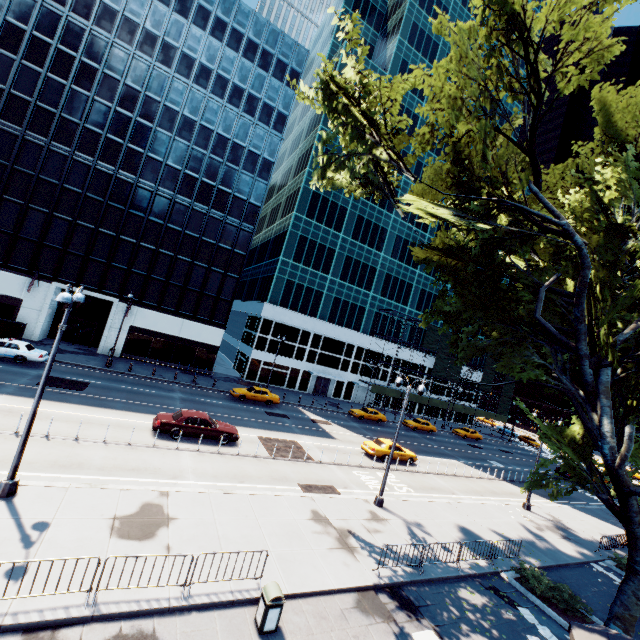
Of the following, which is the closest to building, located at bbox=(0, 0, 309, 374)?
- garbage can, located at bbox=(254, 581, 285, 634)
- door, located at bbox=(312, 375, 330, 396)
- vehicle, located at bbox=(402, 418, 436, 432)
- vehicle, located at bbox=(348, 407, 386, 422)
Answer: door, located at bbox=(312, 375, 330, 396)

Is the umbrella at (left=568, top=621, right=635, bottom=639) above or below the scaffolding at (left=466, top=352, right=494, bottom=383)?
below

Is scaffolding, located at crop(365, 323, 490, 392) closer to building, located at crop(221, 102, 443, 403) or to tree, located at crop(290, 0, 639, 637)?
building, located at crop(221, 102, 443, 403)

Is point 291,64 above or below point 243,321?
above

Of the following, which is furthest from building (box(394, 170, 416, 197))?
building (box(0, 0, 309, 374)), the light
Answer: the light

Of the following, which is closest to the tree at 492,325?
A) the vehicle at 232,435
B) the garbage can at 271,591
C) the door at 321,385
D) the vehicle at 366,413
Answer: the garbage can at 271,591

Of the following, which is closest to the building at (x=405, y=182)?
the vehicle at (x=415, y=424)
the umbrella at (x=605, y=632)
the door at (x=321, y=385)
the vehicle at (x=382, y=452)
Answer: the door at (x=321, y=385)

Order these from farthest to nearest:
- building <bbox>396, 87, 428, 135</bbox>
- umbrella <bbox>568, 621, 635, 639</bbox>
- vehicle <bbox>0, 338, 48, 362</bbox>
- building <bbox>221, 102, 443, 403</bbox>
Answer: building <bbox>396, 87, 428, 135</bbox> < building <bbox>221, 102, 443, 403</bbox> < vehicle <bbox>0, 338, 48, 362</bbox> < umbrella <bbox>568, 621, 635, 639</bbox>
